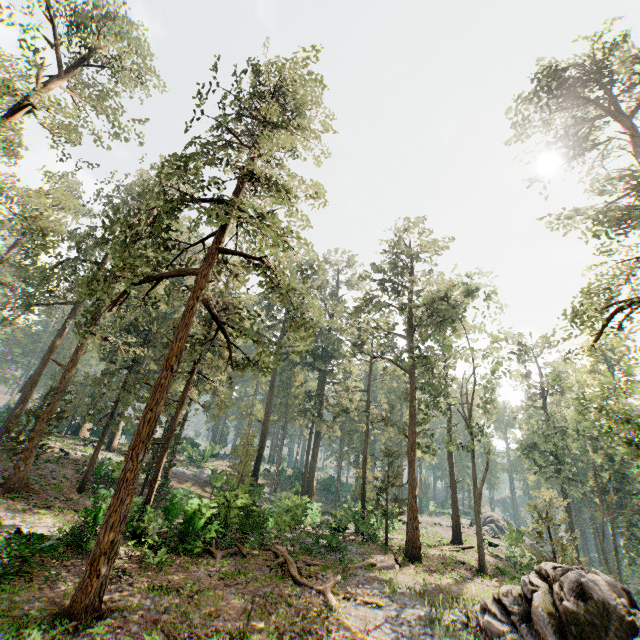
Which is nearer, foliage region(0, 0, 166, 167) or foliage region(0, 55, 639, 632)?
foliage region(0, 55, 639, 632)

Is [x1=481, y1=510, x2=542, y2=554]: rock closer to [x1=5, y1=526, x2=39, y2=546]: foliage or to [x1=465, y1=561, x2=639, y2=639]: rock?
[x1=5, y1=526, x2=39, y2=546]: foliage

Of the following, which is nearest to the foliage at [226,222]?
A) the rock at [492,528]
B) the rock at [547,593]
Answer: the rock at [547,593]

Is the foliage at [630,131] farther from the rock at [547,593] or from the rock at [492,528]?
the rock at [492,528]

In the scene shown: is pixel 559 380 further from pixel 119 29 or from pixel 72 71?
pixel 72 71

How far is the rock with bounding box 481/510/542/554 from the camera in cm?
3198

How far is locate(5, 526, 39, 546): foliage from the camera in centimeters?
1202cm
